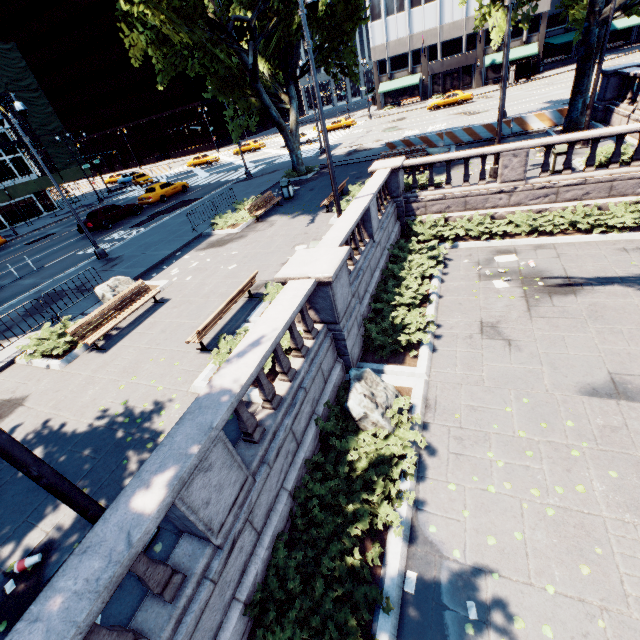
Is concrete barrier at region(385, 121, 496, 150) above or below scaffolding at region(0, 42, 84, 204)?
below

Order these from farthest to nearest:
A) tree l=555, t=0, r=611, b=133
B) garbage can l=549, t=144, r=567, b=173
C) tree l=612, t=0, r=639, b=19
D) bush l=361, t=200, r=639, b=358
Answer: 1. tree l=555, t=0, r=611, b=133
2. tree l=612, t=0, r=639, b=19
3. garbage can l=549, t=144, r=567, b=173
4. bush l=361, t=200, r=639, b=358

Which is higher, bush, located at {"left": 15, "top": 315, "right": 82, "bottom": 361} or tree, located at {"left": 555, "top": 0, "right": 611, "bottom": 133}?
tree, located at {"left": 555, "top": 0, "right": 611, "bottom": 133}

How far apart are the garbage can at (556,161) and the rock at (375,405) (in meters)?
12.52

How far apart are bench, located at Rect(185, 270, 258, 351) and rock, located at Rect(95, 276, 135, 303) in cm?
468

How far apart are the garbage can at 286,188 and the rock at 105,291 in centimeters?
1070cm

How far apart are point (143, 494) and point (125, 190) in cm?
5044

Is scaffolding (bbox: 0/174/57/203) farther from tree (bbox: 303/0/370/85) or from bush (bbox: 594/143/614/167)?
bush (bbox: 594/143/614/167)
